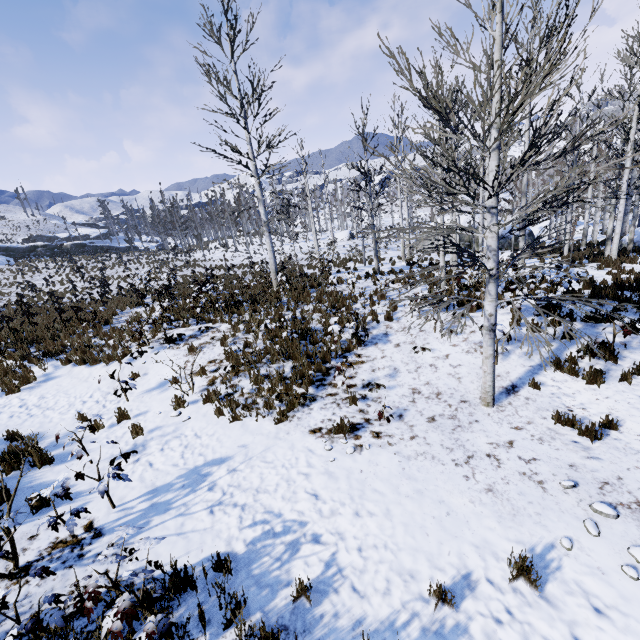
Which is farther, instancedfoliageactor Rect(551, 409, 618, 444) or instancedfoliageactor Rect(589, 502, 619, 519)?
instancedfoliageactor Rect(551, 409, 618, 444)

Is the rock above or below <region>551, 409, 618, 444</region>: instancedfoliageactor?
above

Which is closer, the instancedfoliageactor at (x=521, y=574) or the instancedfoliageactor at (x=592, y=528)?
the instancedfoliageactor at (x=521, y=574)

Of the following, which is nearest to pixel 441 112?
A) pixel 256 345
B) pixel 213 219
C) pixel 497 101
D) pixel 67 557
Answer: pixel 497 101

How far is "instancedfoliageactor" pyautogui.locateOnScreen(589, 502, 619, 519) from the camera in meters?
4.1

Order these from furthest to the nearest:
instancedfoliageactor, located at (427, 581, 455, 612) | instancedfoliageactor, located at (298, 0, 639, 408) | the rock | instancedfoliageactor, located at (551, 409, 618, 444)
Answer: the rock
instancedfoliageactor, located at (551, 409, 618, 444)
instancedfoliageactor, located at (298, 0, 639, 408)
instancedfoliageactor, located at (427, 581, 455, 612)

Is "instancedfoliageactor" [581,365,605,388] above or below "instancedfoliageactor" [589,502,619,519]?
above
